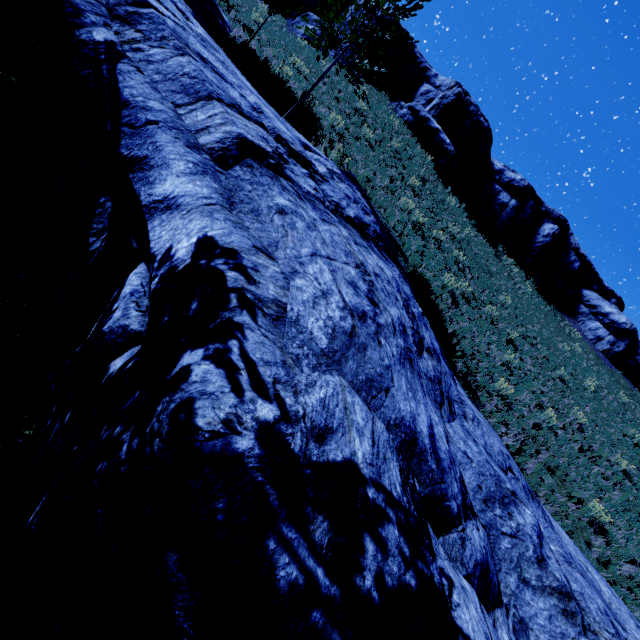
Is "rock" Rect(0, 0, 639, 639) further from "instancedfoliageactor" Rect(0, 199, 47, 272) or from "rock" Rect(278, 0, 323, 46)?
"rock" Rect(278, 0, 323, 46)

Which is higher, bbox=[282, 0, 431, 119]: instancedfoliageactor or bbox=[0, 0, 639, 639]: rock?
bbox=[282, 0, 431, 119]: instancedfoliageactor

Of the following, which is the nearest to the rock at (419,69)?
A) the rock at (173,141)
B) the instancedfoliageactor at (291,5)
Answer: the instancedfoliageactor at (291,5)

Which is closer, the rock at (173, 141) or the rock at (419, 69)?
the rock at (173, 141)

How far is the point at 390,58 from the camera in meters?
26.7 m

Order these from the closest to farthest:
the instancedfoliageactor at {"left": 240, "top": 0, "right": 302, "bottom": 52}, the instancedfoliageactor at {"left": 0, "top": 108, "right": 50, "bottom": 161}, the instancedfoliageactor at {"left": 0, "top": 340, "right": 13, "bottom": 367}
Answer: the instancedfoliageactor at {"left": 0, "top": 108, "right": 50, "bottom": 161}
the instancedfoliageactor at {"left": 0, "top": 340, "right": 13, "bottom": 367}
the instancedfoliageactor at {"left": 240, "top": 0, "right": 302, "bottom": 52}
